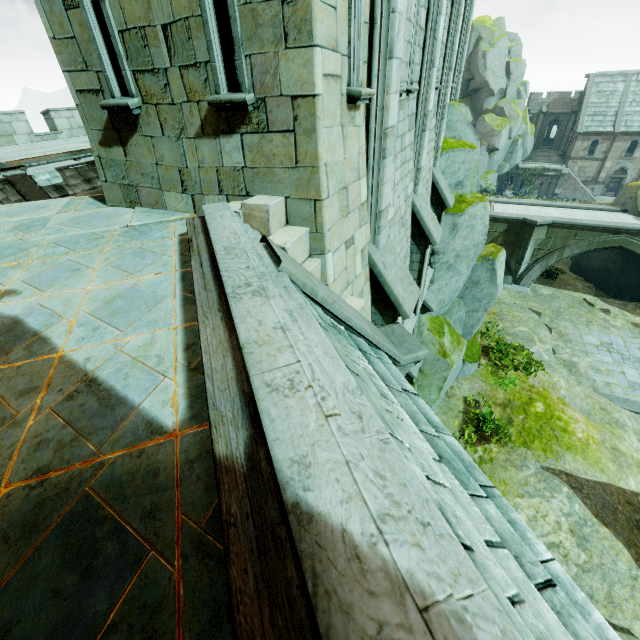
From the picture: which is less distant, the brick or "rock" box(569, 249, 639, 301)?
the brick

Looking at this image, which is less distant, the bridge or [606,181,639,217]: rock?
the bridge

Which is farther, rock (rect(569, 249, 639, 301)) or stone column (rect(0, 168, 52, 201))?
rock (rect(569, 249, 639, 301))

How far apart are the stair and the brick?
52.2 meters

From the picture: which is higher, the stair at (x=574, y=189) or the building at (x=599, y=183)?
the building at (x=599, y=183)

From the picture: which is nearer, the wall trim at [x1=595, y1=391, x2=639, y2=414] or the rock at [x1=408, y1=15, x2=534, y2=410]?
the rock at [x1=408, y1=15, x2=534, y2=410]

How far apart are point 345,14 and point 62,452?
4.2m

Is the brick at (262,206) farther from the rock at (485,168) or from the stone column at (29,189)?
the rock at (485,168)
